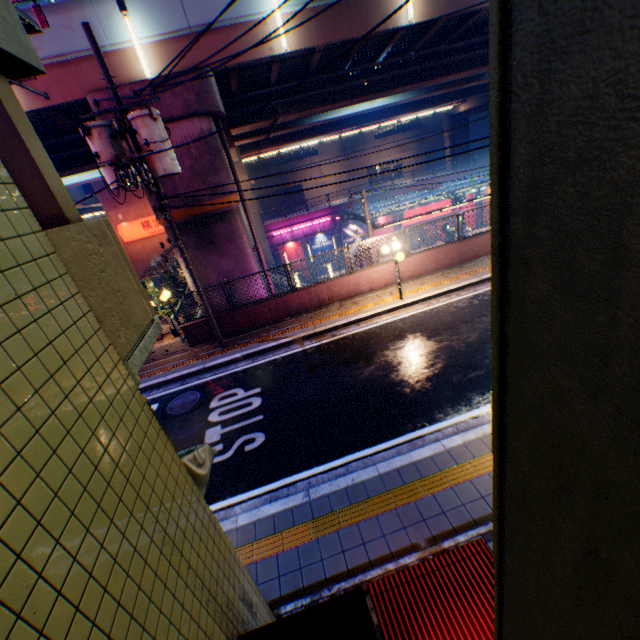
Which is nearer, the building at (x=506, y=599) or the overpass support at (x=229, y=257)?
the building at (x=506, y=599)

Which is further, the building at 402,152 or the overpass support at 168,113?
the building at 402,152

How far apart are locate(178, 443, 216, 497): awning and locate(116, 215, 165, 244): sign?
27.8m

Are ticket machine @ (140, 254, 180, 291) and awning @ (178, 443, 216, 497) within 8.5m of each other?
no

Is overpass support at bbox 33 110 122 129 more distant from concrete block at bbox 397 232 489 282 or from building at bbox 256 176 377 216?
building at bbox 256 176 377 216

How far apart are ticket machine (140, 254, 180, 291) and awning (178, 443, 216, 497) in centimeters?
2201cm

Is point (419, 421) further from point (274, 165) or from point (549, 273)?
point (274, 165)

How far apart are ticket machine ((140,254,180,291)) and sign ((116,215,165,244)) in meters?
5.7
